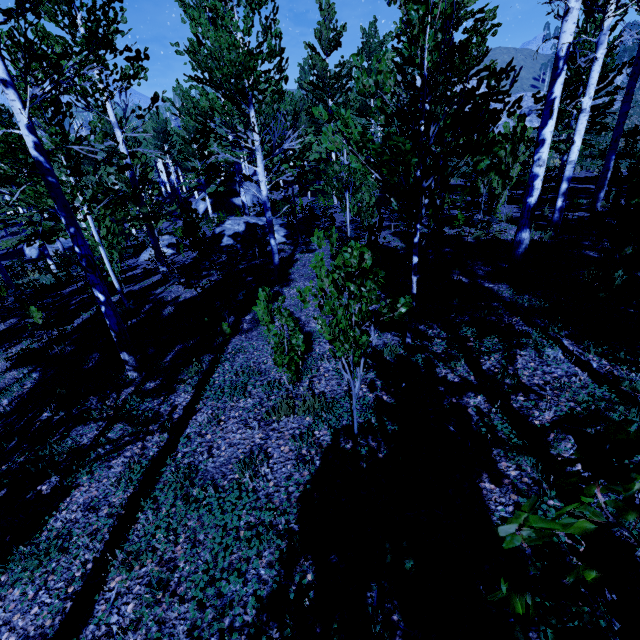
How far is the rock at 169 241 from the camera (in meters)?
17.89

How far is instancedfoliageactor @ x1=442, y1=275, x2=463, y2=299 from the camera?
6.34m

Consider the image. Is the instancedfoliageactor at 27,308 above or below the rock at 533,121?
below

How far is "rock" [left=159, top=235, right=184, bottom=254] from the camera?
17.89m

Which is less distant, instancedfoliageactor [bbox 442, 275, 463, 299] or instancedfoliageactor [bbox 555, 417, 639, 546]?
instancedfoliageactor [bbox 555, 417, 639, 546]

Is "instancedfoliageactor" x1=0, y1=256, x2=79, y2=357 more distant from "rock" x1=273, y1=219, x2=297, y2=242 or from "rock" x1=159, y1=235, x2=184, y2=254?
"rock" x1=159, y1=235, x2=184, y2=254

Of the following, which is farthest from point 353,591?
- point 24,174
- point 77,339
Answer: point 77,339
